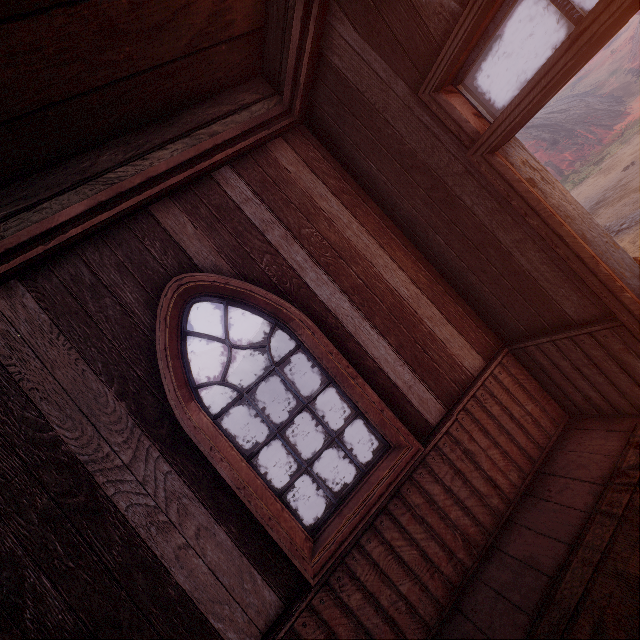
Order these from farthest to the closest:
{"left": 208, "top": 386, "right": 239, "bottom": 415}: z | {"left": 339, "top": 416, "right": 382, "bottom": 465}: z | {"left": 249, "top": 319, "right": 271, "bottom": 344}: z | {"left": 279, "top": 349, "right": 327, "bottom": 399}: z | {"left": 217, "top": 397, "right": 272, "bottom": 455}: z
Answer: {"left": 249, "top": 319, "right": 271, "bottom": 344}: z < {"left": 208, "top": 386, "right": 239, "bottom": 415}: z < {"left": 279, "top": 349, "right": 327, "bottom": 399}: z < {"left": 217, "top": 397, "right": 272, "bottom": 455}: z < {"left": 339, "top": 416, "right": 382, "bottom": 465}: z

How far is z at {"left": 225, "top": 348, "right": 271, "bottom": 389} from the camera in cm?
4378

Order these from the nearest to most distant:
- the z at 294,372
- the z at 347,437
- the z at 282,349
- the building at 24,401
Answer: the building at 24,401, the z at 347,437, the z at 294,372, the z at 282,349

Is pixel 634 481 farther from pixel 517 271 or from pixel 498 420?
pixel 517 271

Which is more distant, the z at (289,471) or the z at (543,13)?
the z at (543,13)

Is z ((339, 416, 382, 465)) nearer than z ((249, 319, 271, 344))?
Yes
